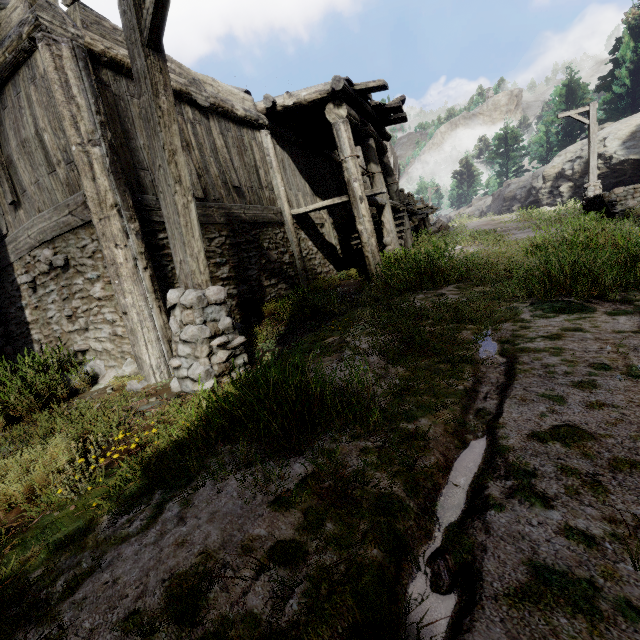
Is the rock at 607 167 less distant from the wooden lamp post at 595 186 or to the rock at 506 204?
the rock at 506 204

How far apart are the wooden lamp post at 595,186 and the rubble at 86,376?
20.1 meters

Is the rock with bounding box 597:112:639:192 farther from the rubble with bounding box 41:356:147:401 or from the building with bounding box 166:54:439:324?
the rubble with bounding box 41:356:147:401

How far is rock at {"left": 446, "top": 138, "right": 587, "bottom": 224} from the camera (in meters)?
21.16

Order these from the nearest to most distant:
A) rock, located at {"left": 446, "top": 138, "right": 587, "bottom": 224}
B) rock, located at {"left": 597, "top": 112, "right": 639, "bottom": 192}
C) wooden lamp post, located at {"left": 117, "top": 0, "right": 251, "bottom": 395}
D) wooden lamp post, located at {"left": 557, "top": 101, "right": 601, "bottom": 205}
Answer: wooden lamp post, located at {"left": 117, "top": 0, "right": 251, "bottom": 395}
wooden lamp post, located at {"left": 557, "top": 101, "right": 601, "bottom": 205}
rock, located at {"left": 597, "top": 112, "right": 639, "bottom": 192}
rock, located at {"left": 446, "top": 138, "right": 587, "bottom": 224}

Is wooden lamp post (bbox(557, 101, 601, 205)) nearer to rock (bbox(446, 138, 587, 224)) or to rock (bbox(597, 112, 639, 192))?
rock (bbox(597, 112, 639, 192))

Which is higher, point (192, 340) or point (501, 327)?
point (192, 340)

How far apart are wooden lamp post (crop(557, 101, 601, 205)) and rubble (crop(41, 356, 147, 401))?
20.1 meters
